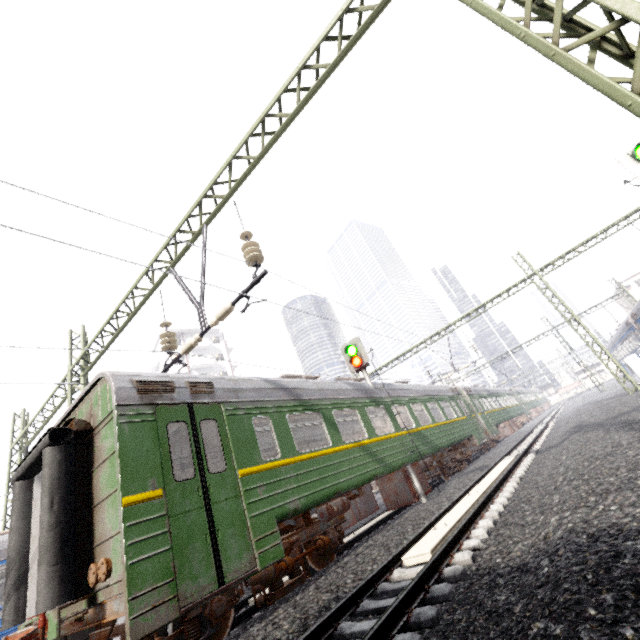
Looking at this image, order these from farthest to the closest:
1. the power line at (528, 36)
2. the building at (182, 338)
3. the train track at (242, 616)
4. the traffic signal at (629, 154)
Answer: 1. the building at (182, 338)
2. the traffic signal at (629, 154)
3. the train track at (242, 616)
4. the power line at (528, 36)

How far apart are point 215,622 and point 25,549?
3.41m

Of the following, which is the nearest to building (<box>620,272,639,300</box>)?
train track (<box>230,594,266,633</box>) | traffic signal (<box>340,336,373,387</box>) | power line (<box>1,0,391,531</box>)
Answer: traffic signal (<box>340,336,373,387</box>)

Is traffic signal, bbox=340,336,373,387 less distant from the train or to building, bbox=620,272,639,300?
the train

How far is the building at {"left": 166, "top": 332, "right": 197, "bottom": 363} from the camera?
43.6m

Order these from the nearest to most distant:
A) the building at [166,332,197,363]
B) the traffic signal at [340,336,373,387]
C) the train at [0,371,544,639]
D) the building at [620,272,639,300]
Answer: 1. the train at [0,371,544,639]
2. the traffic signal at [340,336,373,387]
3. the building at [620,272,639,300]
4. the building at [166,332,197,363]

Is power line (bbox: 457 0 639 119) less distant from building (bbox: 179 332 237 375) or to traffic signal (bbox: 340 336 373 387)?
traffic signal (bbox: 340 336 373 387)

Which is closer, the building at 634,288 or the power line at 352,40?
the power line at 352,40
